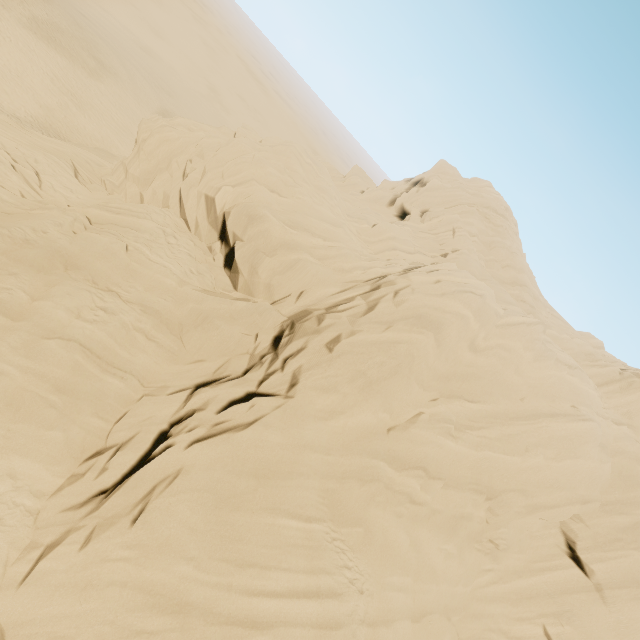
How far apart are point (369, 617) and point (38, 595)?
8.3m
